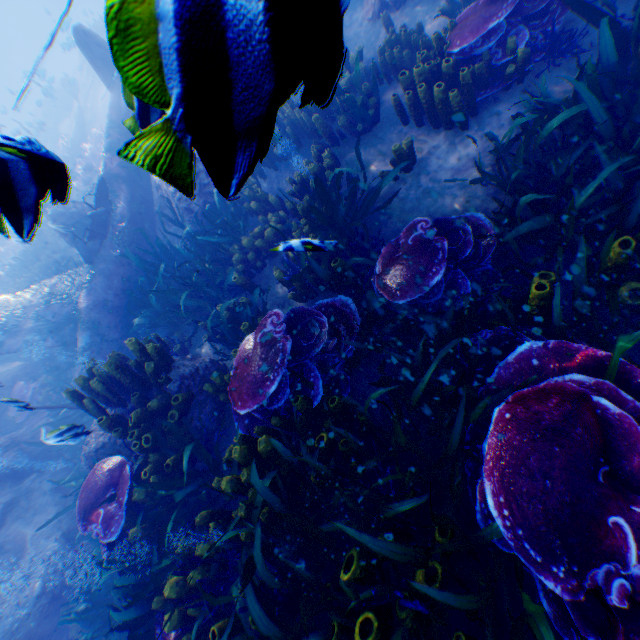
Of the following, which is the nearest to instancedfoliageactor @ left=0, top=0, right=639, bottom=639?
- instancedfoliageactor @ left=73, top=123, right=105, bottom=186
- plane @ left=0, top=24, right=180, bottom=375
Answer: plane @ left=0, top=24, right=180, bottom=375

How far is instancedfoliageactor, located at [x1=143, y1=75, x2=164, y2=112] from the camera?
0.8m

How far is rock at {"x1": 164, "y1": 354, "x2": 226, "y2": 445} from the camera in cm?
436

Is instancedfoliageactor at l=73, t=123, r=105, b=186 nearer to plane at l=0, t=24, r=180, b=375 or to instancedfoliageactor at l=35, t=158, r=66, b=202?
plane at l=0, t=24, r=180, b=375

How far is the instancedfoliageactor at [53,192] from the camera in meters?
1.3 m

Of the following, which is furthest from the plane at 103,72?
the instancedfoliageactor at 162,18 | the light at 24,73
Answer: the light at 24,73

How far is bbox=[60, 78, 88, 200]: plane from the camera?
16.00m

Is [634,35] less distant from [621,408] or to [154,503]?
[621,408]
